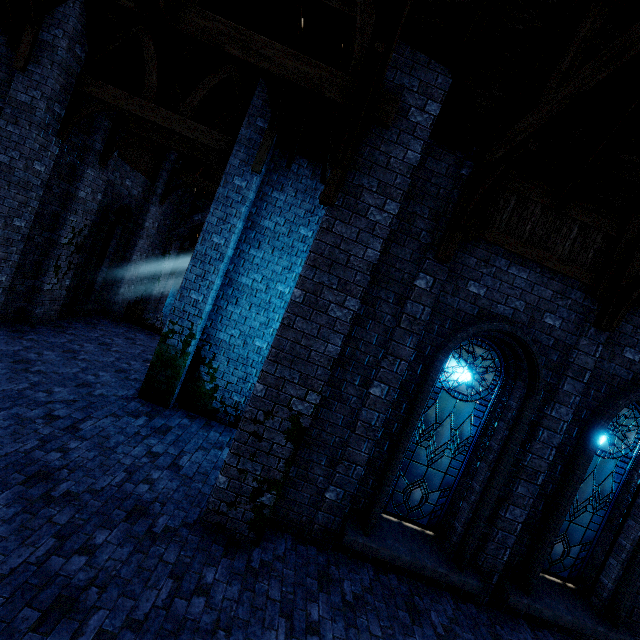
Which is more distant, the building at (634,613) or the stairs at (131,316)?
the stairs at (131,316)

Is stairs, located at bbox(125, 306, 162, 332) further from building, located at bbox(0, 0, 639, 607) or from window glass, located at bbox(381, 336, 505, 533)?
window glass, located at bbox(381, 336, 505, 533)

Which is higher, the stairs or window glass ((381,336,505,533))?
window glass ((381,336,505,533))

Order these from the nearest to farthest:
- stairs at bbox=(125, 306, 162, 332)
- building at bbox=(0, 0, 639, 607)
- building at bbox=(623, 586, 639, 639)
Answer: building at bbox=(0, 0, 639, 607), building at bbox=(623, 586, 639, 639), stairs at bbox=(125, 306, 162, 332)

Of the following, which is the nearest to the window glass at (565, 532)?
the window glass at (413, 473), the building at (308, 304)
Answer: the building at (308, 304)

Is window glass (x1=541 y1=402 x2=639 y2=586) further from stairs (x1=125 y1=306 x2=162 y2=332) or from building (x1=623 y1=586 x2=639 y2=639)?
stairs (x1=125 y1=306 x2=162 y2=332)

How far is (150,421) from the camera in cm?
724

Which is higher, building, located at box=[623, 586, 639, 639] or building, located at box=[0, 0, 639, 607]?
building, located at box=[0, 0, 639, 607]
